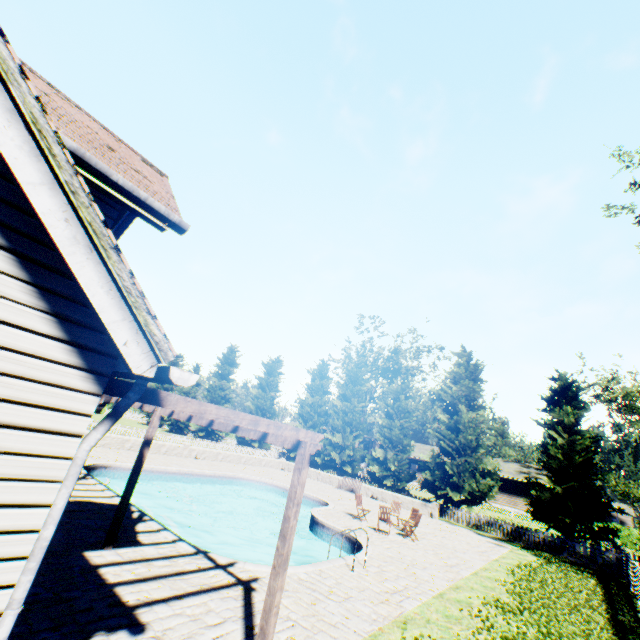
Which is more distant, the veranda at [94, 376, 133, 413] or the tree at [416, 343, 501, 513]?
the tree at [416, 343, 501, 513]

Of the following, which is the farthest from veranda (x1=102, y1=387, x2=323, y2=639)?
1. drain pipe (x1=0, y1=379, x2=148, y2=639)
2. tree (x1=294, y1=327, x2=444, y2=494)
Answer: tree (x1=294, y1=327, x2=444, y2=494)

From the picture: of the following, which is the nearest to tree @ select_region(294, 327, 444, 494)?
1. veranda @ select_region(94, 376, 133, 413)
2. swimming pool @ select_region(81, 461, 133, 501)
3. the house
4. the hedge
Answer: the house

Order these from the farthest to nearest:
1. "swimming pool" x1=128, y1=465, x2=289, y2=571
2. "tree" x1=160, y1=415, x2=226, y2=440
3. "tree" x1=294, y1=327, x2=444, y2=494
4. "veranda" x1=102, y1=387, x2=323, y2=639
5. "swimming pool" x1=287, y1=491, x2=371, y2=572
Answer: "tree" x1=160, y1=415, x2=226, y2=440 < "tree" x1=294, y1=327, x2=444, y2=494 < "swimming pool" x1=287, y1=491, x2=371, y2=572 < "swimming pool" x1=128, y1=465, x2=289, y2=571 < "veranda" x1=102, y1=387, x2=323, y2=639

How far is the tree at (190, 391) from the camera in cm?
4806

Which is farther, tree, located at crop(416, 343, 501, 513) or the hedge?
the hedge

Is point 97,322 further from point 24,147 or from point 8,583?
point 8,583

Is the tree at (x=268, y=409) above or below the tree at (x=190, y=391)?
below
